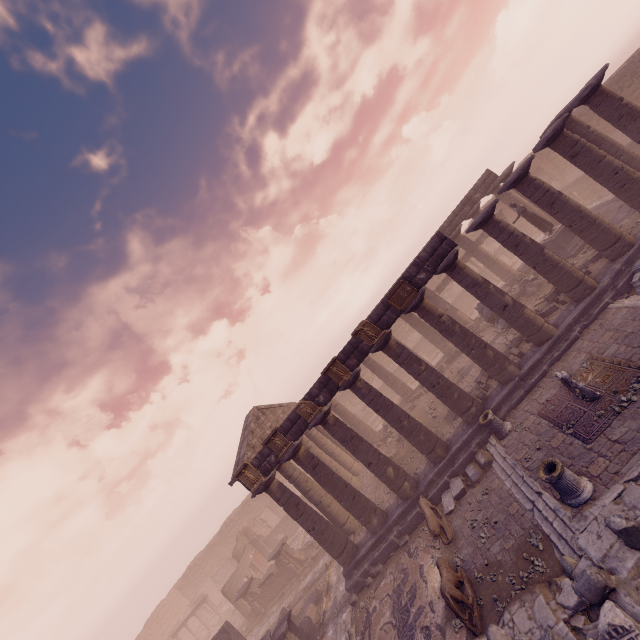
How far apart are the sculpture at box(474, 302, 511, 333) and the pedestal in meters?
3.5

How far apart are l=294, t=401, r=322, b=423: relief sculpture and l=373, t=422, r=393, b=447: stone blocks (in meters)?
9.58

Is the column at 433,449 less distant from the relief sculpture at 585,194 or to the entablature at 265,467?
the entablature at 265,467

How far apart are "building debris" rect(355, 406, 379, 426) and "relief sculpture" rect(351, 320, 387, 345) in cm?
2097

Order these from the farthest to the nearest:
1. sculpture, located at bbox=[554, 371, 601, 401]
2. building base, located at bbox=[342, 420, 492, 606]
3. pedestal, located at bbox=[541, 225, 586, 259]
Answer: pedestal, located at bbox=[541, 225, 586, 259] → building base, located at bbox=[342, 420, 492, 606] → sculpture, located at bbox=[554, 371, 601, 401]

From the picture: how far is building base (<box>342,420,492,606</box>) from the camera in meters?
13.6 m

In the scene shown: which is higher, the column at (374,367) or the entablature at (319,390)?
the entablature at (319,390)

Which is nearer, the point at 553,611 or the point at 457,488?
the point at 553,611
